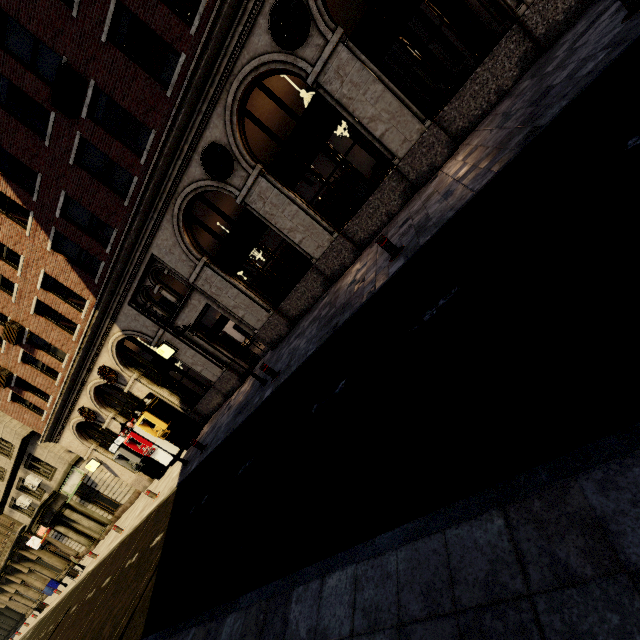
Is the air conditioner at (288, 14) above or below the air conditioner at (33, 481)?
below

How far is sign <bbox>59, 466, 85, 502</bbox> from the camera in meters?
21.2

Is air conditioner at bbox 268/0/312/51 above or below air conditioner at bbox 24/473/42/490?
below

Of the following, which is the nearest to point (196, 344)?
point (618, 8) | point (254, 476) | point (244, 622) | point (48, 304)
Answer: point (48, 304)

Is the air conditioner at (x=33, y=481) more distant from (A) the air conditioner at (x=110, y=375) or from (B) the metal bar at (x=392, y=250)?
(B) the metal bar at (x=392, y=250)

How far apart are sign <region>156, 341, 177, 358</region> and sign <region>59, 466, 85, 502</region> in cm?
1442

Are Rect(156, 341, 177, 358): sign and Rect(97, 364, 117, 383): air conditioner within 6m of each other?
yes

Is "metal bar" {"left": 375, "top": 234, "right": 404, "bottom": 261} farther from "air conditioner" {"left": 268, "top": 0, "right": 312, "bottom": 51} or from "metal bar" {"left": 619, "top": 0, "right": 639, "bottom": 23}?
"air conditioner" {"left": 268, "top": 0, "right": 312, "bottom": 51}
